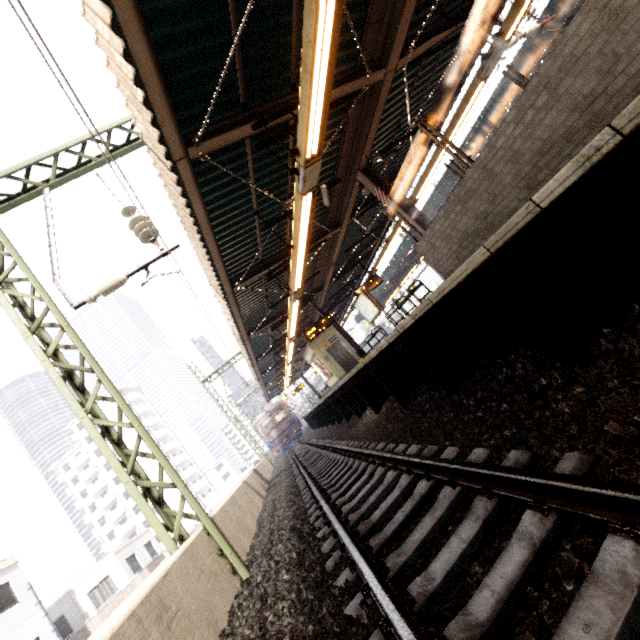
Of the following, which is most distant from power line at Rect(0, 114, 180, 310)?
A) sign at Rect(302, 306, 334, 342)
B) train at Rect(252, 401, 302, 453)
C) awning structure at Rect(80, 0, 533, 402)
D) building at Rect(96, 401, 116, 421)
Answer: building at Rect(96, 401, 116, 421)

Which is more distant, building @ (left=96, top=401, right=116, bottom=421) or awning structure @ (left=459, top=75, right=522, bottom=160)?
building @ (left=96, top=401, right=116, bottom=421)

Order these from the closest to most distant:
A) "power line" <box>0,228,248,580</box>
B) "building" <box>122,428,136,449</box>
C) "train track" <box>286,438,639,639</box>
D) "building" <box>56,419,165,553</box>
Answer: "train track" <box>286,438,639,639</box> < "power line" <box>0,228,248,580</box> < "building" <box>56,419,165,553</box> < "building" <box>122,428,136,449</box>

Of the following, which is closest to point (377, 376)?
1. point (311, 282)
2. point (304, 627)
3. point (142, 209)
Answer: point (304, 627)

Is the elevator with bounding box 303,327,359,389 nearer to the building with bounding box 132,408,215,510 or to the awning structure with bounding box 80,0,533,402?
the awning structure with bounding box 80,0,533,402

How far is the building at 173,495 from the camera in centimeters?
5375cm

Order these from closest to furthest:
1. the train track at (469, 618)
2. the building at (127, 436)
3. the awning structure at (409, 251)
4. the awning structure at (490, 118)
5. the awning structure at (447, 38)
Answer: the train track at (469, 618) → the awning structure at (447, 38) → the awning structure at (490, 118) → the awning structure at (409, 251) → the building at (127, 436)

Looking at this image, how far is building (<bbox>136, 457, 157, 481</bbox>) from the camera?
54.84m
